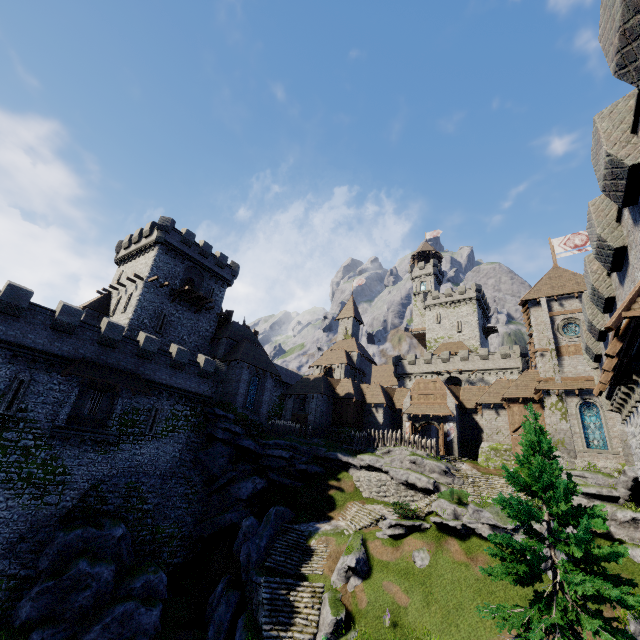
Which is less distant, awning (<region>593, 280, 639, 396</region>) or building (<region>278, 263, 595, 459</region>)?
awning (<region>593, 280, 639, 396</region>)

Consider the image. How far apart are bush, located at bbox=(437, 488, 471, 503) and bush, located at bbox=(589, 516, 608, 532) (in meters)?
6.34

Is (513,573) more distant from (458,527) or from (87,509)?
(87,509)

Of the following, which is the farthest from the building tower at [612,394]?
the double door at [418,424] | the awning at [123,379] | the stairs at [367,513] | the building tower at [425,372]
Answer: the building tower at [425,372]

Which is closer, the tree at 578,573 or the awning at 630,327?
the awning at 630,327

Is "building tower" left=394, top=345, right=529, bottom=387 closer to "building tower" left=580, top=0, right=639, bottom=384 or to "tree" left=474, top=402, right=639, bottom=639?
"tree" left=474, top=402, right=639, bottom=639

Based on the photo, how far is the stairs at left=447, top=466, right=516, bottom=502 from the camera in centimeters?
2670cm

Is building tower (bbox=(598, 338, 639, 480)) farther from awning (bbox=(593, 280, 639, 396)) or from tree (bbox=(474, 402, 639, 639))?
tree (bbox=(474, 402, 639, 639))
